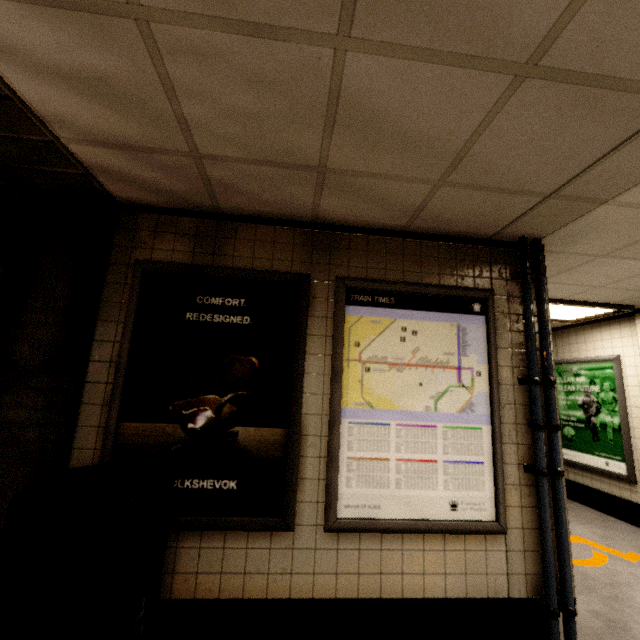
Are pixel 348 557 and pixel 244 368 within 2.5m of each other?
yes

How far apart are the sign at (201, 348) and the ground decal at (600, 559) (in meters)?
3.18

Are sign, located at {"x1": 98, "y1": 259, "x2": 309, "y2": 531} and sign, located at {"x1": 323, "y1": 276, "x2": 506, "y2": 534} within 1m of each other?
yes

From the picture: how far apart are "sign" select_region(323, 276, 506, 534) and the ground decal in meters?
2.0 m

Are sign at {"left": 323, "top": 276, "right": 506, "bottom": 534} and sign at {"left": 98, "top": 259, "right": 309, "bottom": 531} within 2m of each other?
yes

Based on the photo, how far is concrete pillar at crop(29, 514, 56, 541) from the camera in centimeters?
192cm

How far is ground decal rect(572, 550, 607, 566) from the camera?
3.39m

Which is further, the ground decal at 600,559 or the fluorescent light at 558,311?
the fluorescent light at 558,311
